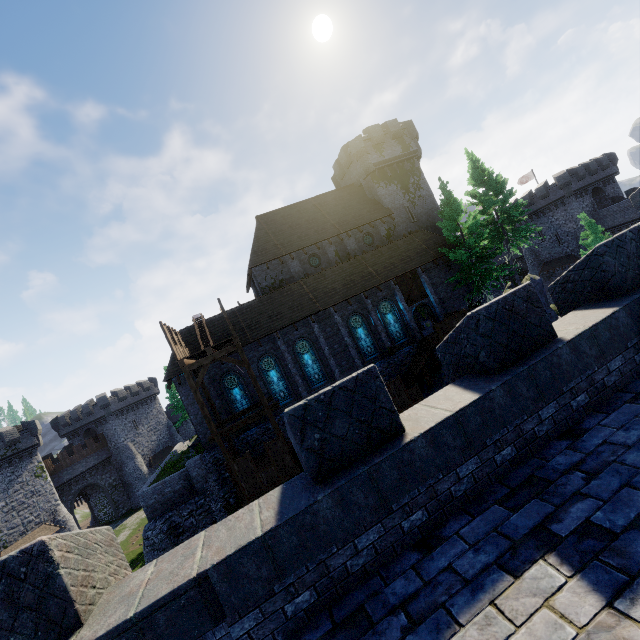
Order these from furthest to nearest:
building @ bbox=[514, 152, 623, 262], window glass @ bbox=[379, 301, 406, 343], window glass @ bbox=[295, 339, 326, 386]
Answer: building @ bbox=[514, 152, 623, 262] → window glass @ bbox=[379, 301, 406, 343] → window glass @ bbox=[295, 339, 326, 386]

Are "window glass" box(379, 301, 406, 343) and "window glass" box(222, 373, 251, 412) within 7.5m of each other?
no

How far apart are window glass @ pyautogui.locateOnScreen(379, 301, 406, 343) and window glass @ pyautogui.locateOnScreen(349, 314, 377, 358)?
1.5m

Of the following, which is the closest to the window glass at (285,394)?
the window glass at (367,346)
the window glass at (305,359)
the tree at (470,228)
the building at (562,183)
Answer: the window glass at (305,359)

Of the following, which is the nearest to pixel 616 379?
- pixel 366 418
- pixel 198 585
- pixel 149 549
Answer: pixel 366 418

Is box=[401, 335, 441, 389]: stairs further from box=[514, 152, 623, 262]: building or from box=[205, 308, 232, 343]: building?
box=[514, 152, 623, 262]: building

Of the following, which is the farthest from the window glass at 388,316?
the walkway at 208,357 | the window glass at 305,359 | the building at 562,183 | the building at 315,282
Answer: the building at 562,183

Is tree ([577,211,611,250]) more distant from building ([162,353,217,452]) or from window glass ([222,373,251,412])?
window glass ([222,373,251,412])
